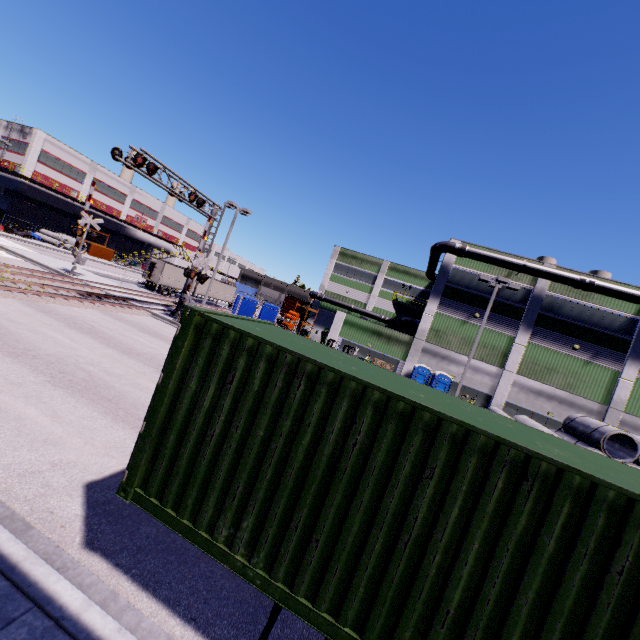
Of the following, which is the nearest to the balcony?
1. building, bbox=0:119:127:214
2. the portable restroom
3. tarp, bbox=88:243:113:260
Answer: building, bbox=0:119:127:214

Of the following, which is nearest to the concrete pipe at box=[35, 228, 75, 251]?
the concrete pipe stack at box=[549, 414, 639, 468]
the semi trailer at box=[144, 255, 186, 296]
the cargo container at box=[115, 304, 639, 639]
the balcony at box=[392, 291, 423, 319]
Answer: the semi trailer at box=[144, 255, 186, 296]

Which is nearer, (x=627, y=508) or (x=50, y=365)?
(x=627, y=508)

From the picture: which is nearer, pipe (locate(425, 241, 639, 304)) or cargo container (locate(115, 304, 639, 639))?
cargo container (locate(115, 304, 639, 639))

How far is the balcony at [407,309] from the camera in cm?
3108

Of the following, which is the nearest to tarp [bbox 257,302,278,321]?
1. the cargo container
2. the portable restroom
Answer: the cargo container

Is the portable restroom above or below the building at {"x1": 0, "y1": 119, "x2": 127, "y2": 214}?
below

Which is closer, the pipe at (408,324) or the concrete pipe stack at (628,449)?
the concrete pipe stack at (628,449)
